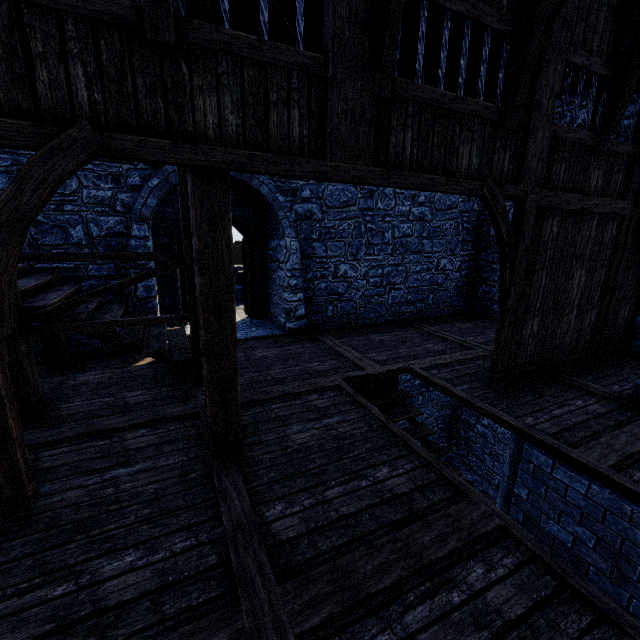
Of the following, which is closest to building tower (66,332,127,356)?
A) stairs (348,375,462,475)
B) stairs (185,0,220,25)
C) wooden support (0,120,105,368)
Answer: stairs (185,0,220,25)

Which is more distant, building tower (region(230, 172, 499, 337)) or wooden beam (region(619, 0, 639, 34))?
building tower (region(230, 172, 499, 337))

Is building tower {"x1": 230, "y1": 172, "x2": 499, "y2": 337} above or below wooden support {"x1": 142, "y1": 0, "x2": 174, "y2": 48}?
below

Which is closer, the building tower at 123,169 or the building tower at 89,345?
the building tower at 123,169

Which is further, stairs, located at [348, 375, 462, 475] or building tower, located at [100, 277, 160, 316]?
building tower, located at [100, 277, 160, 316]

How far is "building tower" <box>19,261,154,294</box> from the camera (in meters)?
5.85

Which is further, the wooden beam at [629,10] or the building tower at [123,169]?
the building tower at [123,169]

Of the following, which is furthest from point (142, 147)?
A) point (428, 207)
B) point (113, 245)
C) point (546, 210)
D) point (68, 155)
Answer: point (428, 207)
